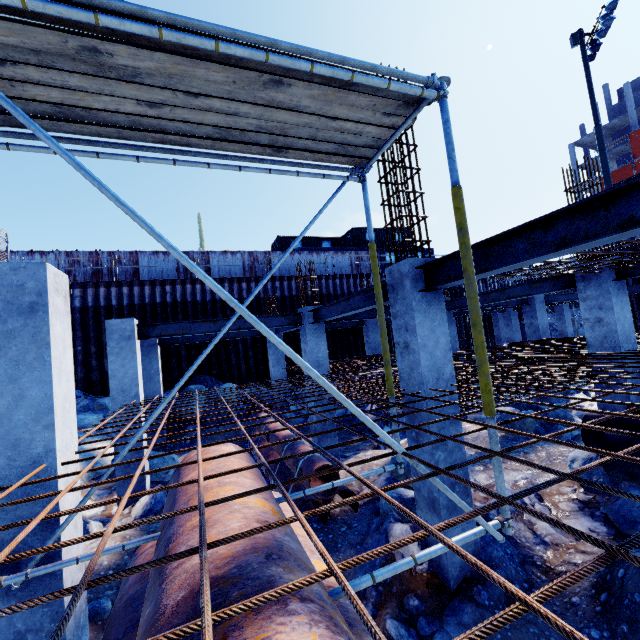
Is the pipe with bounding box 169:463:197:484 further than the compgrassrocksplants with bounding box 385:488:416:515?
No

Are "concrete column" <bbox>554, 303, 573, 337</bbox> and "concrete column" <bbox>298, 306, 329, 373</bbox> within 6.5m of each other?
no

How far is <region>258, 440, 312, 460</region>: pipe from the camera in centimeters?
768cm

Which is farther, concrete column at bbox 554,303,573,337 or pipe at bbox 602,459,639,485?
concrete column at bbox 554,303,573,337

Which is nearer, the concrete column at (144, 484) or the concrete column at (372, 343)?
the concrete column at (144, 484)

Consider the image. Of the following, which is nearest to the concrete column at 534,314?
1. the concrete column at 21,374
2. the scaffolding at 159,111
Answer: the scaffolding at 159,111

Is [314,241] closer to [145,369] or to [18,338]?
[145,369]

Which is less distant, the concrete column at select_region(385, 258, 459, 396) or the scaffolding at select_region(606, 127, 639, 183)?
the concrete column at select_region(385, 258, 459, 396)
